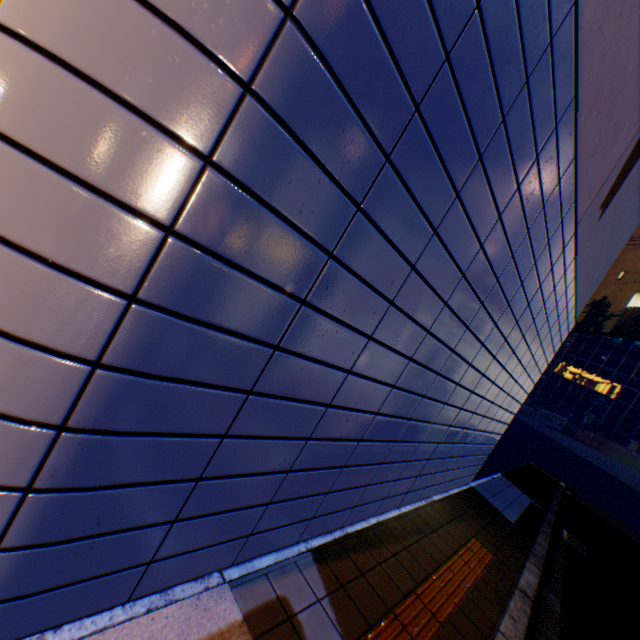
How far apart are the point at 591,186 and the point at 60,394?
5.4m
